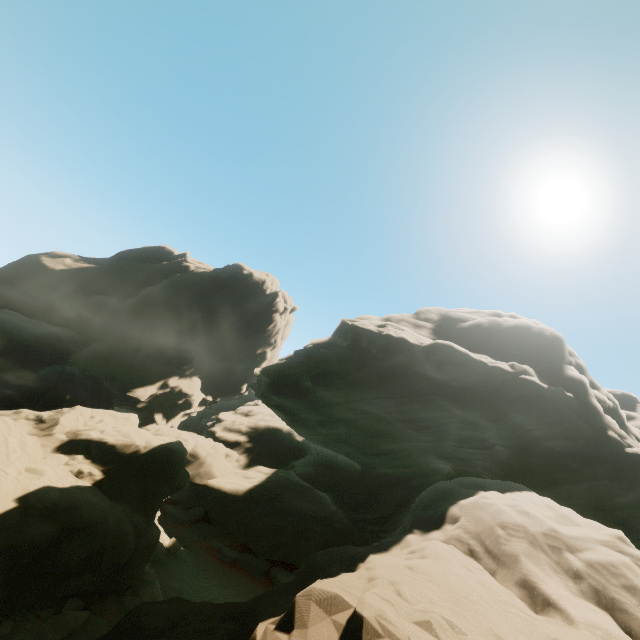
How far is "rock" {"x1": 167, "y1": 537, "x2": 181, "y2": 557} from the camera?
22.2 meters

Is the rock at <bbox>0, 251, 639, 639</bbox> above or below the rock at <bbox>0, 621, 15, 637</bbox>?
above

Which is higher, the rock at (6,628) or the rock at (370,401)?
the rock at (370,401)

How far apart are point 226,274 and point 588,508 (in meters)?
46.97

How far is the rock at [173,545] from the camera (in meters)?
22.22

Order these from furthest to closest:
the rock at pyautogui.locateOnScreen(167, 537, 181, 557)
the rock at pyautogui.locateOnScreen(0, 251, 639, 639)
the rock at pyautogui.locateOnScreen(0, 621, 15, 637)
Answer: the rock at pyautogui.locateOnScreen(167, 537, 181, 557), the rock at pyautogui.locateOnScreen(0, 621, 15, 637), the rock at pyautogui.locateOnScreen(0, 251, 639, 639)

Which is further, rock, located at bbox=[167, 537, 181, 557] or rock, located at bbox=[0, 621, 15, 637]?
rock, located at bbox=[167, 537, 181, 557]
